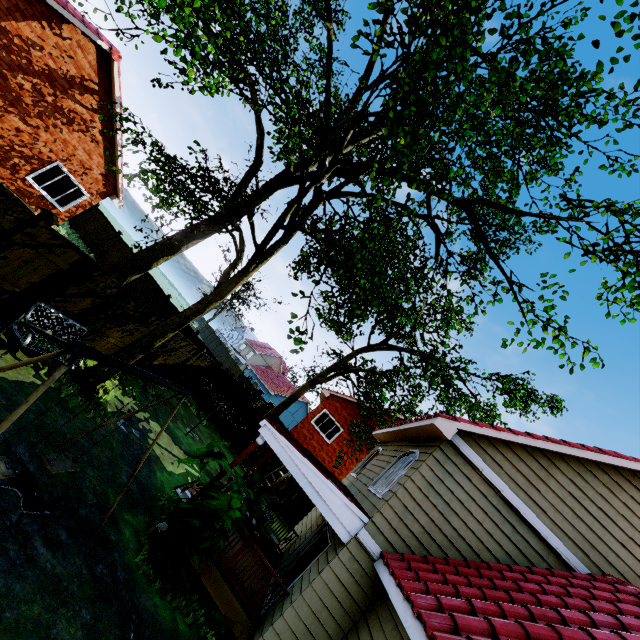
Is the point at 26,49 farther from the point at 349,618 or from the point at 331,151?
the point at 349,618

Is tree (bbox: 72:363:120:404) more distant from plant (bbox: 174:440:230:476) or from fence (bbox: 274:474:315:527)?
plant (bbox: 174:440:230:476)

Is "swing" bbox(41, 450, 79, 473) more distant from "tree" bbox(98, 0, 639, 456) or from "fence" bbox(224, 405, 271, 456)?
"tree" bbox(98, 0, 639, 456)

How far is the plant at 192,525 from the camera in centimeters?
590cm

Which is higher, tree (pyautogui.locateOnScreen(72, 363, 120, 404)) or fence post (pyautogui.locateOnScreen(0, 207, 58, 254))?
fence post (pyautogui.locateOnScreen(0, 207, 58, 254))

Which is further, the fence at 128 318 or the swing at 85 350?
the fence at 128 318

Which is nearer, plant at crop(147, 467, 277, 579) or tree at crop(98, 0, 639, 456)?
tree at crop(98, 0, 639, 456)

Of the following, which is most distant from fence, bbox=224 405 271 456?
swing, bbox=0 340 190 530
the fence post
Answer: swing, bbox=0 340 190 530
